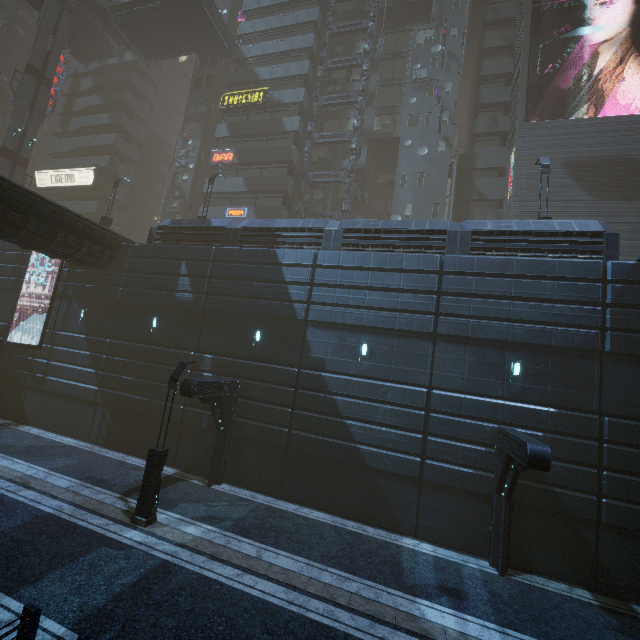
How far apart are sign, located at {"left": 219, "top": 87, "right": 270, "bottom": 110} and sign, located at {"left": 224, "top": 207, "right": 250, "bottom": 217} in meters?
10.4

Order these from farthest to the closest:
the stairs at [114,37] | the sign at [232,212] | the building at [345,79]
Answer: the stairs at [114,37]
the building at [345,79]
the sign at [232,212]

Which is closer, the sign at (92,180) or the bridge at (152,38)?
the bridge at (152,38)

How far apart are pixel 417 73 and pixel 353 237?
24.4m

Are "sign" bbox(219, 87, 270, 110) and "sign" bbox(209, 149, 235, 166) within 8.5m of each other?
yes

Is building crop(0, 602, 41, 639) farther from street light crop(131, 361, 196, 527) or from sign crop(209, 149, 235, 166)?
street light crop(131, 361, 196, 527)

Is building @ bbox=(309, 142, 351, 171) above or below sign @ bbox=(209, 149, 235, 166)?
above

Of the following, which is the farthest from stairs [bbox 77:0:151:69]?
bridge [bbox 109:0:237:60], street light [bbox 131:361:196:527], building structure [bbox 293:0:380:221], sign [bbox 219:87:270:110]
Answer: street light [bbox 131:361:196:527]
